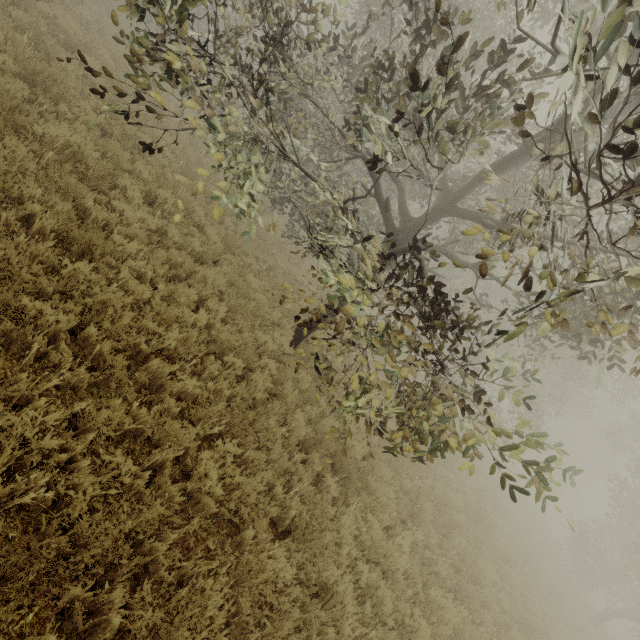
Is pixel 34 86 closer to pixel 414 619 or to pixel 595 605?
pixel 414 619
